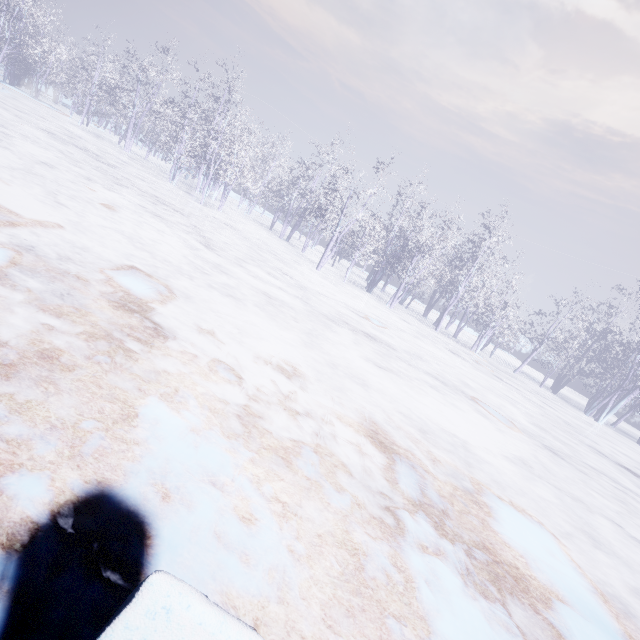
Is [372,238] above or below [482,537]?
above
